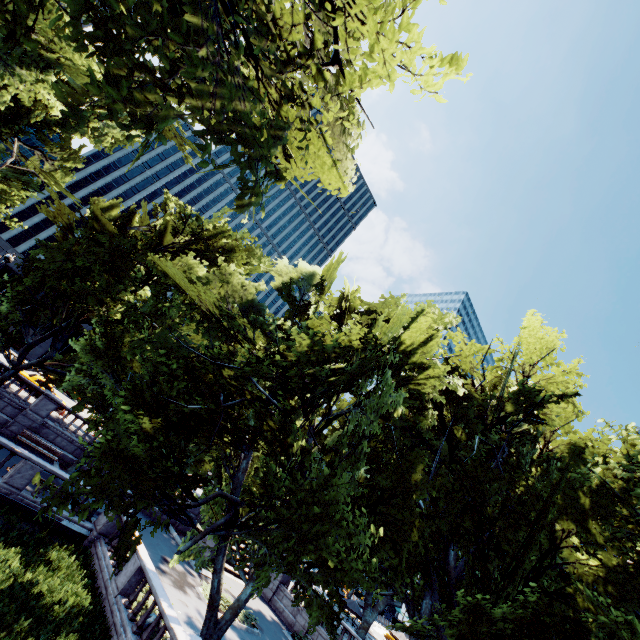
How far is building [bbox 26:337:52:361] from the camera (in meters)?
46.09

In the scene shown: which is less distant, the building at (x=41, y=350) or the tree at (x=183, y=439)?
the tree at (x=183, y=439)

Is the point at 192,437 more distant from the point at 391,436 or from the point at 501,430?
the point at 501,430

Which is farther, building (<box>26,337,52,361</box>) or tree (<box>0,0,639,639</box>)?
building (<box>26,337,52,361</box>)

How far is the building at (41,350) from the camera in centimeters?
4609cm

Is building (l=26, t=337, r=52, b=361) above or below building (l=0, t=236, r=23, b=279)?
below

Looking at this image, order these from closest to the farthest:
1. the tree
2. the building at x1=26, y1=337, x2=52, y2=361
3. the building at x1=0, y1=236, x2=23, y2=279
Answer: the tree → the building at x1=0, y1=236, x2=23, y2=279 → the building at x1=26, y1=337, x2=52, y2=361
